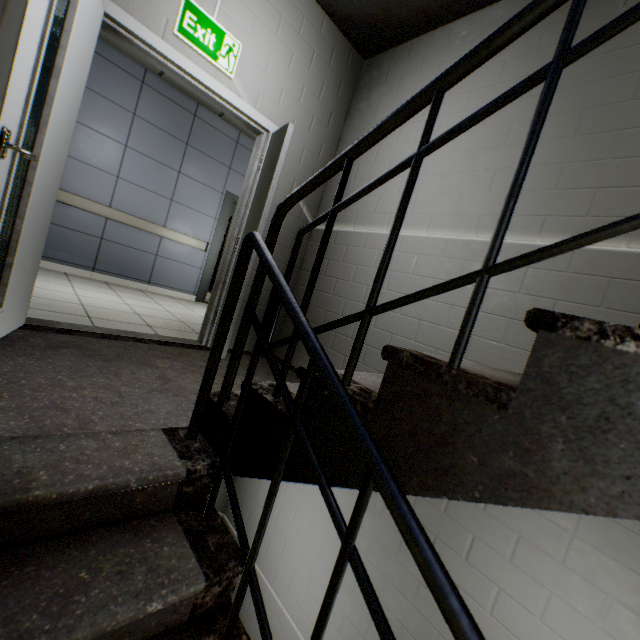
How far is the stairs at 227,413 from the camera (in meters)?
1.35

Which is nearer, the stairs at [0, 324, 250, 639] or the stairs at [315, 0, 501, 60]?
the stairs at [0, 324, 250, 639]

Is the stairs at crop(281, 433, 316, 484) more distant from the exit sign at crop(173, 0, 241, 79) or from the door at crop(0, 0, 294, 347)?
the exit sign at crop(173, 0, 241, 79)

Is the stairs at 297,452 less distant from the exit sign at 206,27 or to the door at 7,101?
the door at 7,101

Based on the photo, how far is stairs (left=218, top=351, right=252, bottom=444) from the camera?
1.3 meters

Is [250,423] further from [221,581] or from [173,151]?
A: [173,151]
